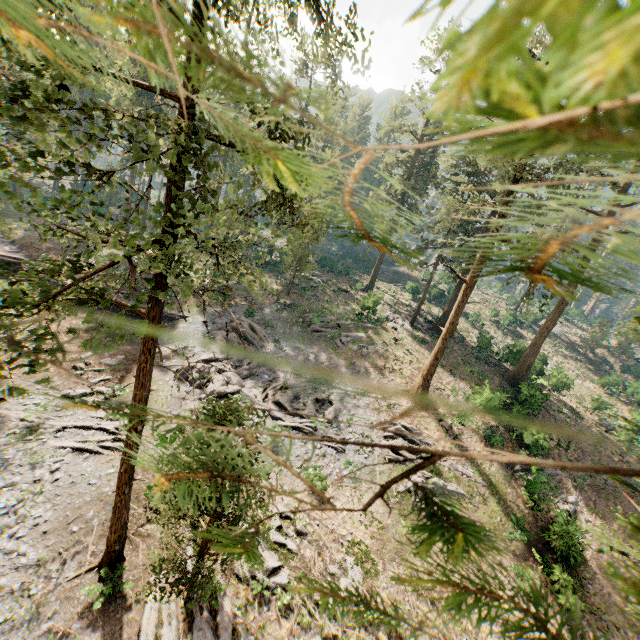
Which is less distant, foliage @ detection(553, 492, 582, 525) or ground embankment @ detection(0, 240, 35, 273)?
foliage @ detection(553, 492, 582, 525)

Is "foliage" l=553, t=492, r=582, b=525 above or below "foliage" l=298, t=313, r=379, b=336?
below

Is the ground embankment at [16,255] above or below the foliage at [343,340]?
below

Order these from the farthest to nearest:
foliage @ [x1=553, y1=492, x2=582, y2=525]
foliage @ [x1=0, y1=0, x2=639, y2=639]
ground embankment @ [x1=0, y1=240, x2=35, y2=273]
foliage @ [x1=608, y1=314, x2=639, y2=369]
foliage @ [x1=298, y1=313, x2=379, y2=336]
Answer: foliage @ [x1=298, y1=313, x2=379, y2=336]
ground embankment @ [x1=0, y1=240, x2=35, y2=273]
foliage @ [x1=553, y1=492, x2=582, y2=525]
foliage @ [x1=608, y1=314, x2=639, y2=369]
foliage @ [x1=0, y1=0, x2=639, y2=639]

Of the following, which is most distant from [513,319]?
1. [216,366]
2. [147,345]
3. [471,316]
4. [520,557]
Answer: [147,345]

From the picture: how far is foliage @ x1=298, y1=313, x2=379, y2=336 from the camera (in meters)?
31.78

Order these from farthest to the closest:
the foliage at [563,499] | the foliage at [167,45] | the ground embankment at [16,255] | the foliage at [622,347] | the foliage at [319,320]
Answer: the foliage at [319,320], the ground embankment at [16,255], the foliage at [563,499], the foliage at [622,347], the foliage at [167,45]
